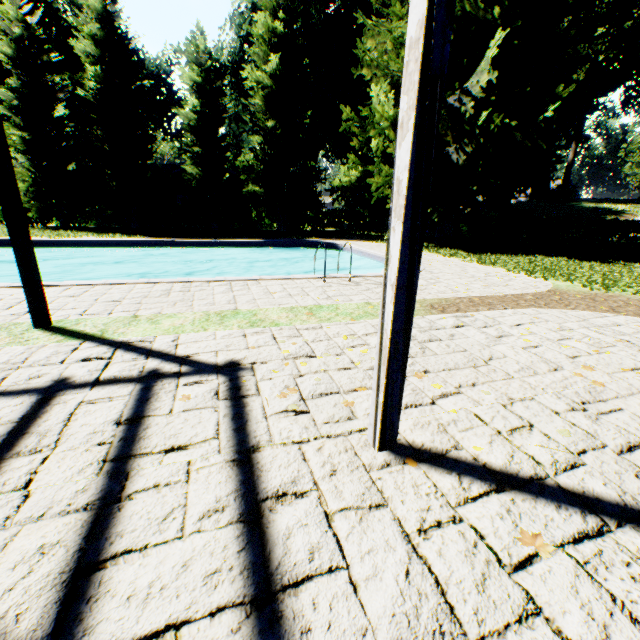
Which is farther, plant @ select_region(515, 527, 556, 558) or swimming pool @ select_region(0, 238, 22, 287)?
swimming pool @ select_region(0, 238, 22, 287)

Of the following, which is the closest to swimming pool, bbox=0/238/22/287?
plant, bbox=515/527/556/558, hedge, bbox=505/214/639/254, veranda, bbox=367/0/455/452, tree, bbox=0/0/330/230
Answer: veranda, bbox=367/0/455/452

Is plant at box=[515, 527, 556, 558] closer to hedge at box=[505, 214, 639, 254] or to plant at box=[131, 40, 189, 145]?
plant at box=[131, 40, 189, 145]

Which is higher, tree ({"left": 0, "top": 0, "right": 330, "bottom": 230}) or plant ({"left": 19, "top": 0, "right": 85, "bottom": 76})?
plant ({"left": 19, "top": 0, "right": 85, "bottom": 76})

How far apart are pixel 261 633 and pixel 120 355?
3.3m

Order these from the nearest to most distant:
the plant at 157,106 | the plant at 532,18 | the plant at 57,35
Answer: the plant at 532,18 < the plant at 57,35 < the plant at 157,106

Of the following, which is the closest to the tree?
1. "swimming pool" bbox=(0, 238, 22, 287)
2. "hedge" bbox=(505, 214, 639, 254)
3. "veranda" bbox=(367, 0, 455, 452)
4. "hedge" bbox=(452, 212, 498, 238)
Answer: "swimming pool" bbox=(0, 238, 22, 287)

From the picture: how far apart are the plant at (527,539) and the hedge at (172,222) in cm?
2797
